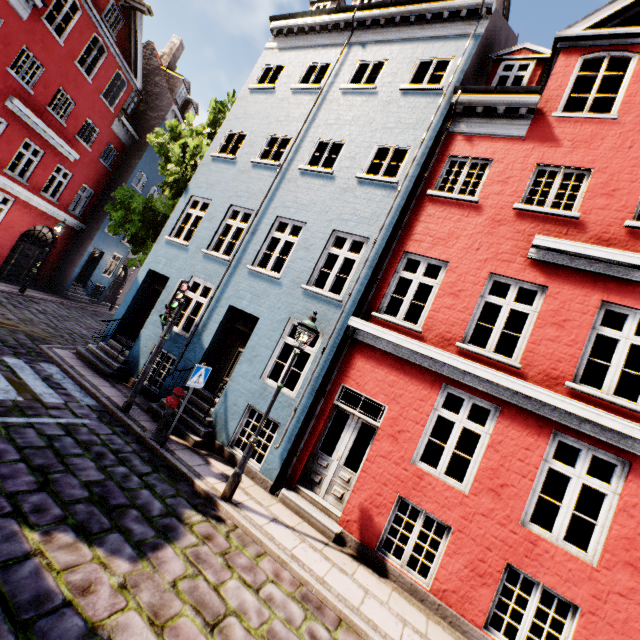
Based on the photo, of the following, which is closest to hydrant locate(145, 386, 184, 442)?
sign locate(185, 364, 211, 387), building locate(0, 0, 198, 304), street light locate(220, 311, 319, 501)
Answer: sign locate(185, 364, 211, 387)

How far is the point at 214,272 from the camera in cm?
986

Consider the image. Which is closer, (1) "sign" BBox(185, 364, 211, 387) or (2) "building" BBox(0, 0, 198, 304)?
(1) "sign" BBox(185, 364, 211, 387)

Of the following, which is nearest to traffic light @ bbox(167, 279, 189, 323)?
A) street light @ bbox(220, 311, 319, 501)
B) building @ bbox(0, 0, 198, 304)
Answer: building @ bbox(0, 0, 198, 304)

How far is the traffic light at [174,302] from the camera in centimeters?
779cm

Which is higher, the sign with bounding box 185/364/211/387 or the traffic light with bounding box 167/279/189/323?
the traffic light with bounding box 167/279/189/323

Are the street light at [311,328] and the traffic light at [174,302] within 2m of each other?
no

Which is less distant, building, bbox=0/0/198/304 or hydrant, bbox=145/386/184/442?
hydrant, bbox=145/386/184/442
